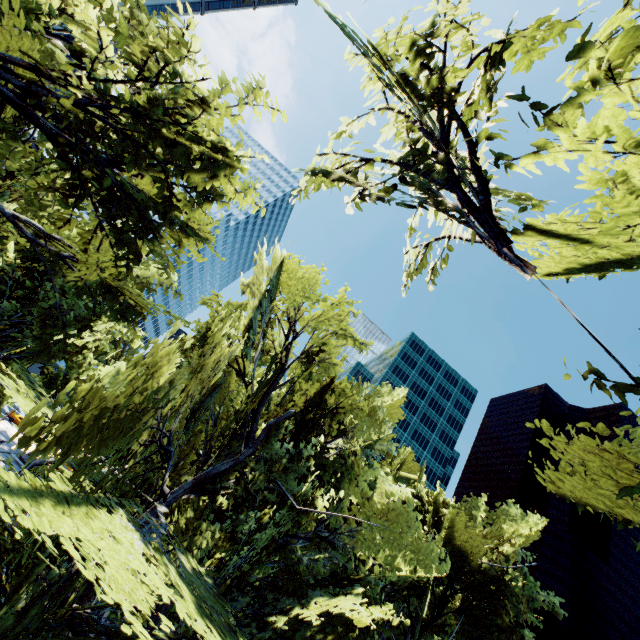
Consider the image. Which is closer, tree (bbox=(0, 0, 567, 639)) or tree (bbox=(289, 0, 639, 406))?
tree (bbox=(289, 0, 639, 406))

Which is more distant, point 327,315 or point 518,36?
point 327,315

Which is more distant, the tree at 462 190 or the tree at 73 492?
the tree at 73 492
